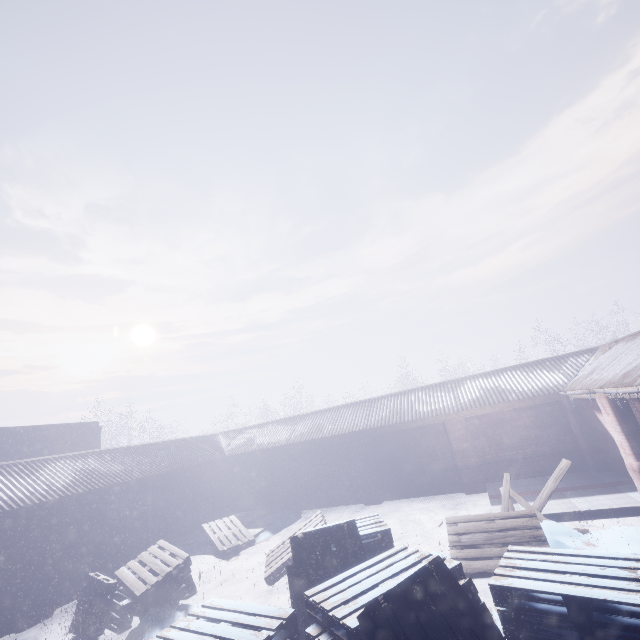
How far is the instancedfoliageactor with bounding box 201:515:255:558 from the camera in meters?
8.5

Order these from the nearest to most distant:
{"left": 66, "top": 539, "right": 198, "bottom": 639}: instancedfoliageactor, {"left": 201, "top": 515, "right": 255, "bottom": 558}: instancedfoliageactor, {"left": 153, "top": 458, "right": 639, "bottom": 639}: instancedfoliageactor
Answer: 1. {"left": 153, "top": 458, "right": 639, "bottom": 639}: instancedfoliageactor
2. {"left": 66, "top": 539, "right": 198, "bottom": 639}: instancedfoliageactor
3. {"left": 201, "top": 515, "right": 255, "bottom": 558}: instancedfoliageactor

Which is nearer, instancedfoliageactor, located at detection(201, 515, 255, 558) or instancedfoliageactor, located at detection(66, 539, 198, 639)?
instancedfoliageactor, located at detection(66, 539, 198, 639)

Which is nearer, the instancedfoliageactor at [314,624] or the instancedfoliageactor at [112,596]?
the instancedfoliageactor at [314,624]

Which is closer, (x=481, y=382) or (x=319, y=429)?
(x=481, y=382)

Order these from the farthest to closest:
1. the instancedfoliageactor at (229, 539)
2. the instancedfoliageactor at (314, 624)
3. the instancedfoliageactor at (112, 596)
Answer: the instancedfoliageactor at (229, 539) → the instancedfoliageactor at (112, 596) → the instancedfoliageactor at (314, 624)
